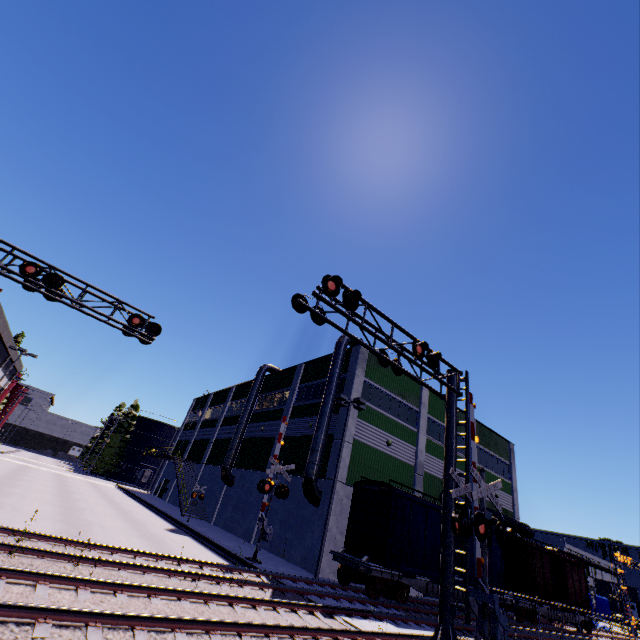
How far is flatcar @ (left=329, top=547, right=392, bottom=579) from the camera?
14.6m

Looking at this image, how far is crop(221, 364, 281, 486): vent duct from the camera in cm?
3038

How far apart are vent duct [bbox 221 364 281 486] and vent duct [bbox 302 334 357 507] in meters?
12.3 m

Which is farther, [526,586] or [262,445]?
[262,445]

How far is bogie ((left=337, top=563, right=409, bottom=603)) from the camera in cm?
1458

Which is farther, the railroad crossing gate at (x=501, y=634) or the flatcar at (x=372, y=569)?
the flatcar at (x=372, y=569)

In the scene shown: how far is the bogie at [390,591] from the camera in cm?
1458

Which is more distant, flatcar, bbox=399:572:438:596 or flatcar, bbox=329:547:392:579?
flatcar, bbox=399:572:438:596
